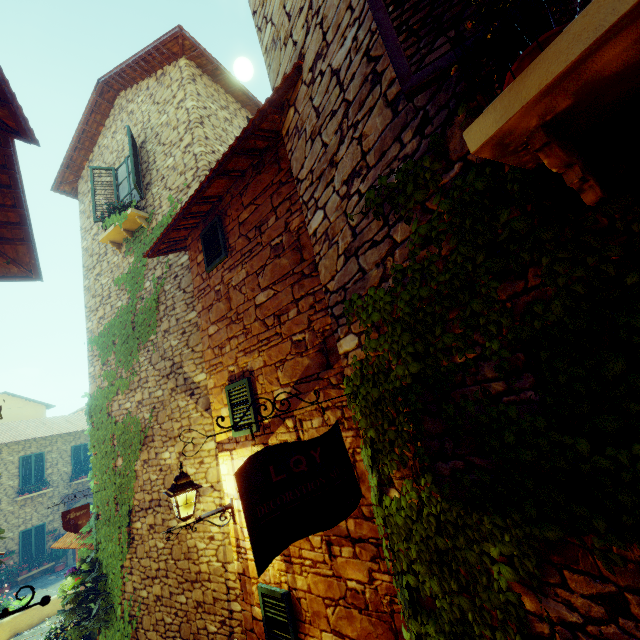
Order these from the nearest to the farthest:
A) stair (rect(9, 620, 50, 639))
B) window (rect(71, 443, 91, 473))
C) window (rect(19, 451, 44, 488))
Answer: stair (rect(9, 620, 50, 639)), window (rect(19, 451, 44, 488)), window (rect(71, 443, 91, 473))

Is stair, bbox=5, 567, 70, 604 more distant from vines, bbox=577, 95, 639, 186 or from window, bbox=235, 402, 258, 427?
vines, bbox=577, 95, 639, 186

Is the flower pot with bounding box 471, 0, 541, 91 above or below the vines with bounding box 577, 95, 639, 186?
above

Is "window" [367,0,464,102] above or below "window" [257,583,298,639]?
above

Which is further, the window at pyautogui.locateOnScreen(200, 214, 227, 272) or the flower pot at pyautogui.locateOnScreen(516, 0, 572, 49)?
the window at pyautogui.locateOnScreen(200, 214, 227, 272)

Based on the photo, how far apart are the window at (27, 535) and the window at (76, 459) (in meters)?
2.46

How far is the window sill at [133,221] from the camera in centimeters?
735cm

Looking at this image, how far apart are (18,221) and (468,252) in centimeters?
644cm
